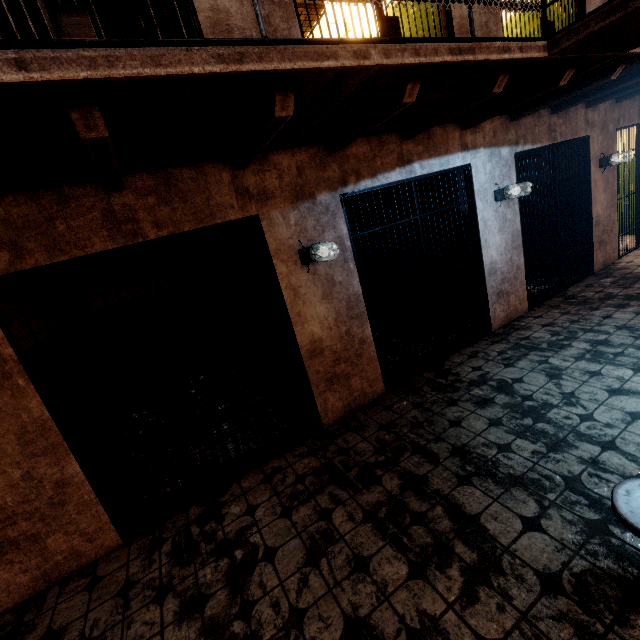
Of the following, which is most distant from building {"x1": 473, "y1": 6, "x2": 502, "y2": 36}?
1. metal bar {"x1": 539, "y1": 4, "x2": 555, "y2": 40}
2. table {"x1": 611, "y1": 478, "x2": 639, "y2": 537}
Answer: table {"x1": 611, "y1": 478, "x2": 639, "y2": 537}

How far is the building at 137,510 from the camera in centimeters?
302cm

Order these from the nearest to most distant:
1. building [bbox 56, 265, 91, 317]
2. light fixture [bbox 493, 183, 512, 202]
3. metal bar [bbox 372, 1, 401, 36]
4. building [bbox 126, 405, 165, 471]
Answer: metal bar [bbox 372, 1, 401, 36] < building [bbox 126, 405, 165, 471] < light fixture [bbox 493, 183, 512, 202] < building [bbox 56, 265, 91, 317]

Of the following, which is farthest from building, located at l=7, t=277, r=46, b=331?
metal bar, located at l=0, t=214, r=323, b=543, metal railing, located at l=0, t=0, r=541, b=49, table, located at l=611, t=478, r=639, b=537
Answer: table, located at l=611, t=478, r=639, b=537

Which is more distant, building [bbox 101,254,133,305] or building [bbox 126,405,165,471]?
building [bbox 101,254,133,305]

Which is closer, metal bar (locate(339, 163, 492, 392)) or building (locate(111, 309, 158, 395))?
metal bar (locate(339, 163, 492, 392))

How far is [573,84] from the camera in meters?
3.7

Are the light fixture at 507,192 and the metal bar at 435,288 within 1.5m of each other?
yes
